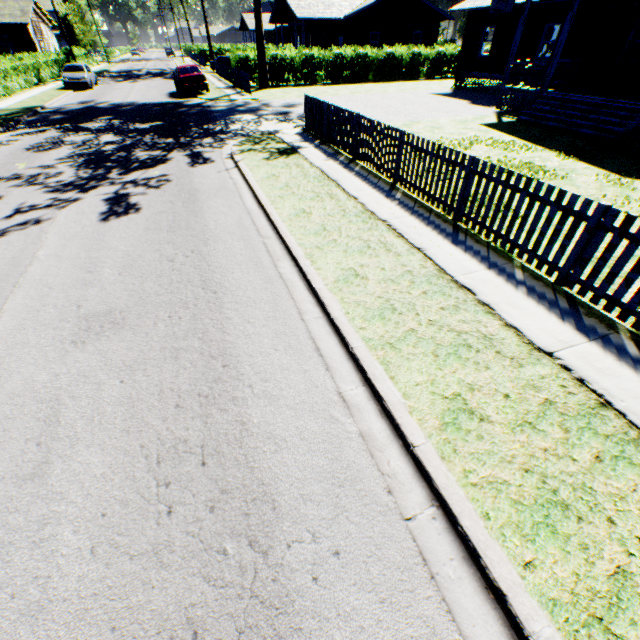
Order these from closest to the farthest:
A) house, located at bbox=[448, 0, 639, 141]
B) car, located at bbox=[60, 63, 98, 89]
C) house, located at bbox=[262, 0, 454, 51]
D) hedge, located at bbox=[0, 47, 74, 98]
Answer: house, located at bbox=[448, 0, 639, 141] → hedge, located at bbox=[0, 47, 74, 98] → car, located at bbox=[60, 63, 98, 89] → house, located at bbox=[262, 0, 454, 51]

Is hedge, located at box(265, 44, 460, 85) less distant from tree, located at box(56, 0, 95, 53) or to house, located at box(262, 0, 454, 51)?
house, located at box(262, 0, 454, 51)

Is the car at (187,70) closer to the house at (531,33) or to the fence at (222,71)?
the fence at (222,71)

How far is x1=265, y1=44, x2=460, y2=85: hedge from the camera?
26.8 meters

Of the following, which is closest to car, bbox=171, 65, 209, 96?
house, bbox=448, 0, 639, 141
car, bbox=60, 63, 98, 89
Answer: car, bbox=60, 63, 98, 89

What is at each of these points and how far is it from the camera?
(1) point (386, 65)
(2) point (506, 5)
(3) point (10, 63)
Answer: (1) hedge, 29.22m
(2) basketball hoop, 18.88m
(3) hedge, 23.80m

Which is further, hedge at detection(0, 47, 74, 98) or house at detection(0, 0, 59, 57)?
house at detection(0, 0, 59, 57)

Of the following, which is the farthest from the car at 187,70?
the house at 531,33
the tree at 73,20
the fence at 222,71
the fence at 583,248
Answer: the tree at 73,20
